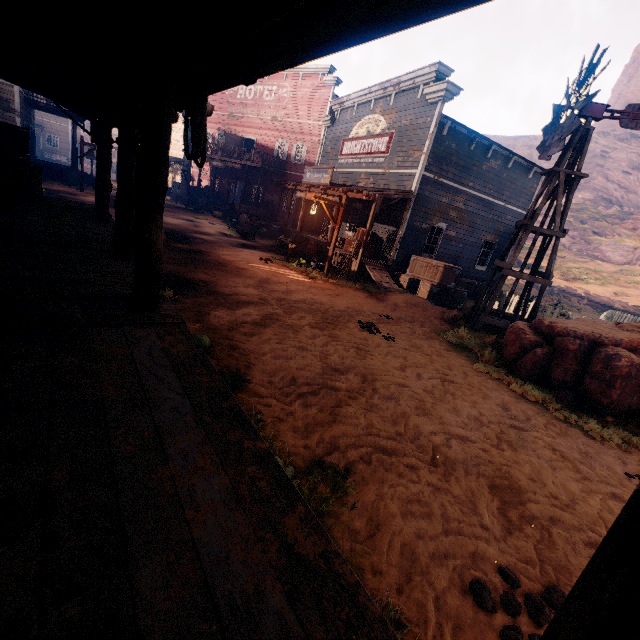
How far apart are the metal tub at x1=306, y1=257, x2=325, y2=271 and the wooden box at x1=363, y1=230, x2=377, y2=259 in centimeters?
108cm

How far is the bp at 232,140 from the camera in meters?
29.8

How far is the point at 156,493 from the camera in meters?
1.7 m

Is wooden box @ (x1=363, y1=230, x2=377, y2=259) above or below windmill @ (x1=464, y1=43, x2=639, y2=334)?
below

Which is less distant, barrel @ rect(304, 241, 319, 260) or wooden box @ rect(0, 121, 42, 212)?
wooden box @ rect(0, 121, 42, 212)

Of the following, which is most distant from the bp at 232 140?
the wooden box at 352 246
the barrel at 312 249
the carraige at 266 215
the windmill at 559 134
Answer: the windmill at 559 134

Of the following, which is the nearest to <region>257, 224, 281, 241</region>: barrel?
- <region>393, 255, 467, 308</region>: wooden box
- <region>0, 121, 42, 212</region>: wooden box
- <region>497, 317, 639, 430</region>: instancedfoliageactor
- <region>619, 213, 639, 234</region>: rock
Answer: <region>393, 255, 467, 308</region>: wooden box

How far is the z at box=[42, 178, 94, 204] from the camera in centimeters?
1719cm
